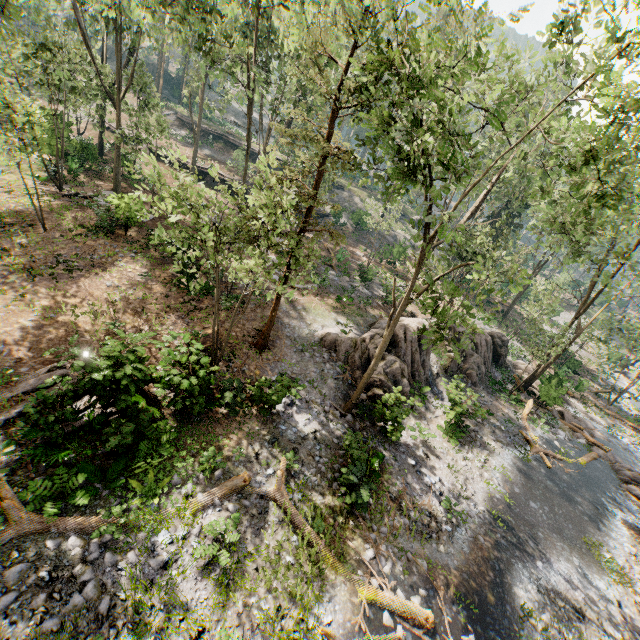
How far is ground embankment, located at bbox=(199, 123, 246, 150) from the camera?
46.2m

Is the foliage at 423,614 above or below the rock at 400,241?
below

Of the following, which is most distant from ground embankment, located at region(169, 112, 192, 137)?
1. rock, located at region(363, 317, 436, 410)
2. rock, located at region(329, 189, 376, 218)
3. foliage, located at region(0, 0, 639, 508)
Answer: rock, located at region(363, 317, 436, 410)

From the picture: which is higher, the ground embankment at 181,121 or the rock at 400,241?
the ground embankment at 181,121

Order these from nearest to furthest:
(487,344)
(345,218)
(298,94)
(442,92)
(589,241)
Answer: (442,92)
(589,241)
(487,344)
(298,94)
(345,218)

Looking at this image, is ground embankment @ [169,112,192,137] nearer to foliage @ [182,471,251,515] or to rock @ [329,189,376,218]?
rock @ [329,189,376,218]

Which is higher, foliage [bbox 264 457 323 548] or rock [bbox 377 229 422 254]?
rock [bbox 377 229 422 254]

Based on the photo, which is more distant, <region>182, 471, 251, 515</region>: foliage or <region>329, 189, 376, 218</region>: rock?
<region>329, 189, 376, 218</region>: rock
